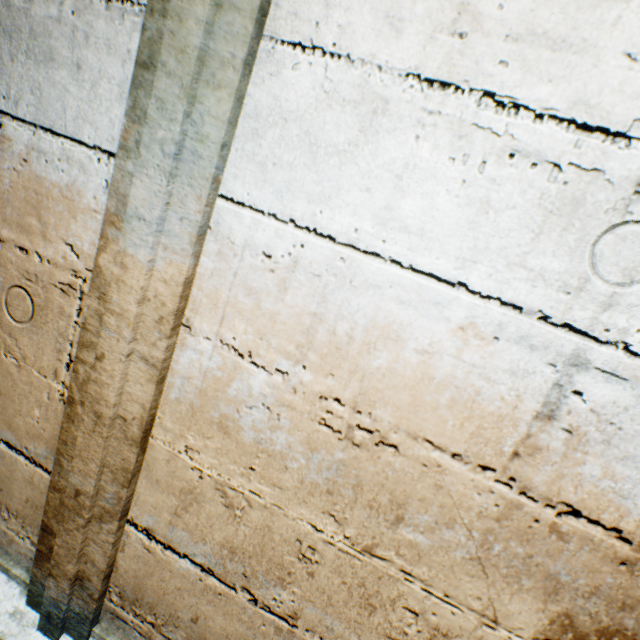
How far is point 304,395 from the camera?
0.76m
